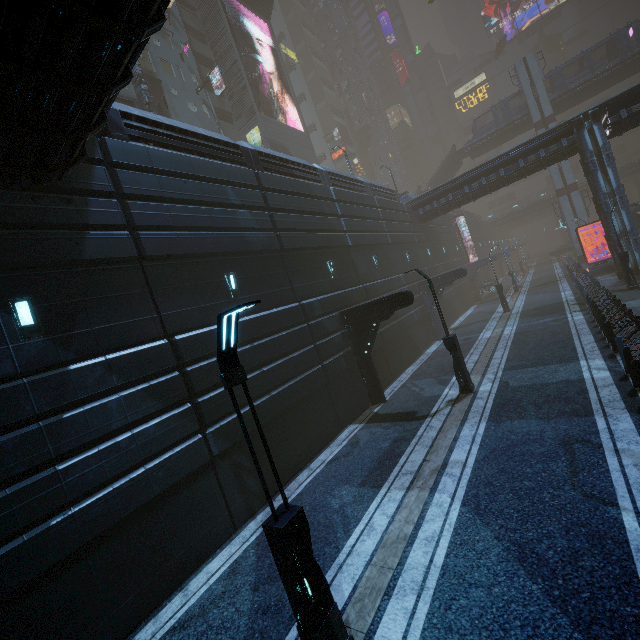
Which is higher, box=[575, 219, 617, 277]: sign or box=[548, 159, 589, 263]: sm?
box=[548, 159, 589, 263]: sm

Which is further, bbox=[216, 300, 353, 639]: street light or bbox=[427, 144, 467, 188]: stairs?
bbox=[427, 144, 467, 188]: stairs

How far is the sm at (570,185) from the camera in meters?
40.3

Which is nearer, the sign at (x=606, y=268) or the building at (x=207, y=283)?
the building at (x=207, y=283)

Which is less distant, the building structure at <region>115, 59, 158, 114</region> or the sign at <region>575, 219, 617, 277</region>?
the building structure at <region>115, 59, 158, 114</region>

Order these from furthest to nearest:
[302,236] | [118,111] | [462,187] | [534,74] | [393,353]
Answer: [534,74]
[462,187]
[393,353]
[302,236]
[118,111]

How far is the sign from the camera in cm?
2847

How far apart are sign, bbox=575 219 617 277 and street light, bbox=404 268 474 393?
24.97m
